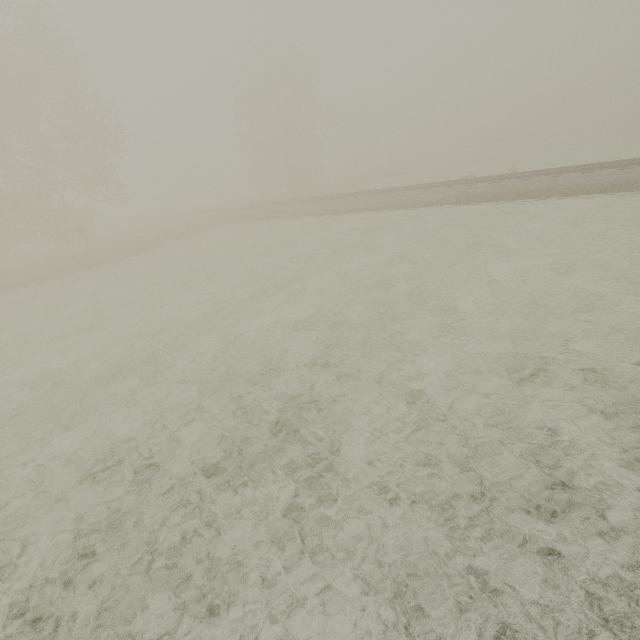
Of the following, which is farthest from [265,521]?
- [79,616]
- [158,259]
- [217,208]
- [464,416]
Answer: [217,208]
